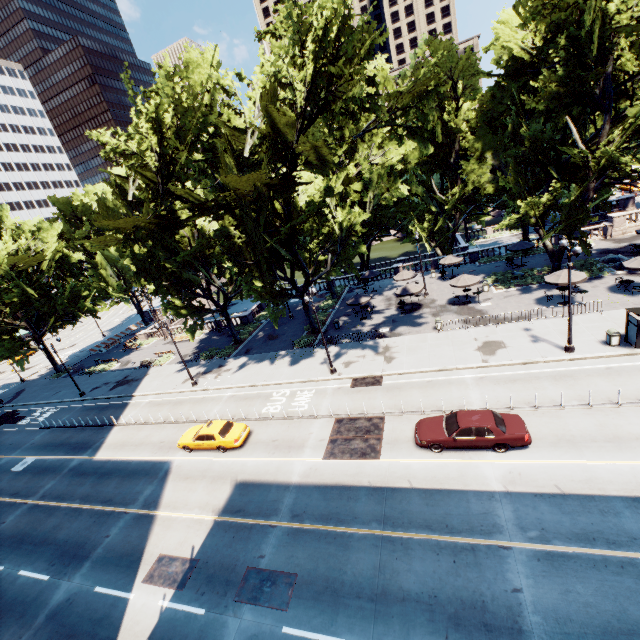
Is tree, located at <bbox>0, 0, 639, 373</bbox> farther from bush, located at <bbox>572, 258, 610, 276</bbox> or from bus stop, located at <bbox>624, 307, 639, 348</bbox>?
bus stop, located at <bbox>624, 307, 639, 348</bbox>

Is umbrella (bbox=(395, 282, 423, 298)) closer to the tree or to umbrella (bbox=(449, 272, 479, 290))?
umbrella (bbox=(449, 272, 479, 290))

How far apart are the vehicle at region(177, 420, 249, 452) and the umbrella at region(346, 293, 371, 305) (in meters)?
17.00

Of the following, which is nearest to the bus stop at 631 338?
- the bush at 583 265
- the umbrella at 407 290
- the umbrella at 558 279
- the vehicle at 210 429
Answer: the umbrella at 558 279

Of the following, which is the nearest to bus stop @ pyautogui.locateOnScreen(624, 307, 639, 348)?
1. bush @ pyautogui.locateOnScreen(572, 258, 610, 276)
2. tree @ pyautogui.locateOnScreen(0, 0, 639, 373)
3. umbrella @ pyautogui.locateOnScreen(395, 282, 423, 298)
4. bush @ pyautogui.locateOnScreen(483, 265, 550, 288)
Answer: tree @ pyautogui.locateOnScreen(0, 0, 639, 373)

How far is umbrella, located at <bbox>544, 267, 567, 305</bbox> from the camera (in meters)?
25.19

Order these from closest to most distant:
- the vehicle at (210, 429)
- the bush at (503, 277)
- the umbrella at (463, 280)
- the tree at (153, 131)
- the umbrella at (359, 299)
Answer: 1. the tree at (153, 131)
2. the vehicle at (210, 429)
3. the umbrella at (463, 280)
4. the bush at (503, 277)
5. the umbrella at (359, 299)

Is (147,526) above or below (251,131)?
below
